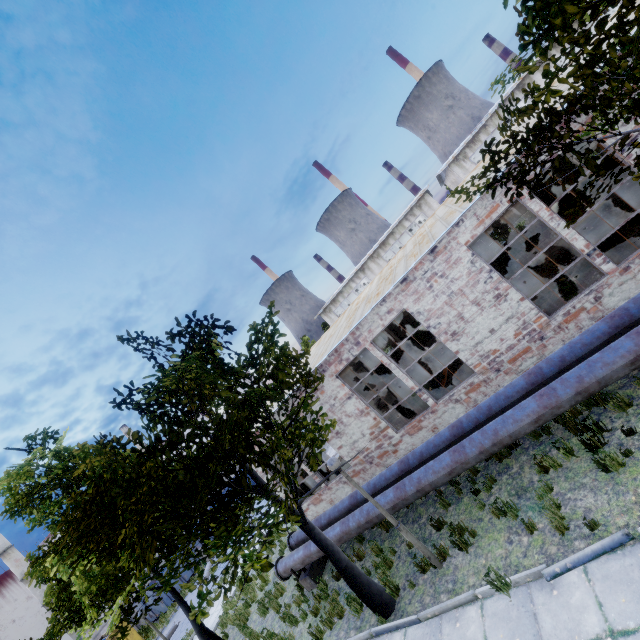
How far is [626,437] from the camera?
6.08m

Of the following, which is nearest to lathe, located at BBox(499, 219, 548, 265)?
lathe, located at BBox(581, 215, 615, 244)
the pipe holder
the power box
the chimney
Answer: the power box

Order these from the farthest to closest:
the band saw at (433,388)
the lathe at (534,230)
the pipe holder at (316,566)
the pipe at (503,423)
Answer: the lathe at (534,230)
the band saw at (433,388)
the pipe holder at (316,566)
the pipe at (503,423)

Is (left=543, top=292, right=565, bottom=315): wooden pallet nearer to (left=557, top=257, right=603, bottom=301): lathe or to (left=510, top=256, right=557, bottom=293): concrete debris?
(left=557, top=257, right=603, bottom=301): lathe

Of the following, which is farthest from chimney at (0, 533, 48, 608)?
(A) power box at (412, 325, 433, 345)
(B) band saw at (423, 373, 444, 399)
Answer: (B) band saw at (423, 373, 444, 399)

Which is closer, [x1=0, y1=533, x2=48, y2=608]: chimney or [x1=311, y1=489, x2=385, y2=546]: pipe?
[x1=311, y1=489, x2=385, y2=546]: pipe

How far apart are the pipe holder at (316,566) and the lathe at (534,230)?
17.0m

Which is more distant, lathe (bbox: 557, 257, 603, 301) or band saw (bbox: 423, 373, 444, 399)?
band saw (bbox: 423, 373, 444, 399)
